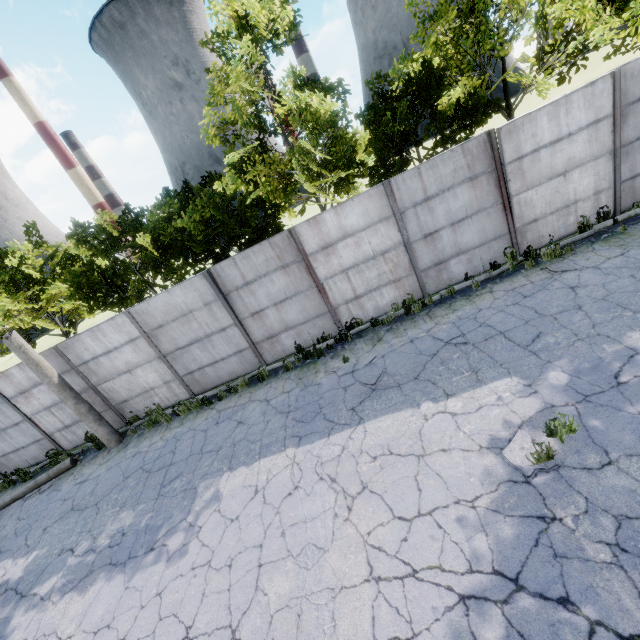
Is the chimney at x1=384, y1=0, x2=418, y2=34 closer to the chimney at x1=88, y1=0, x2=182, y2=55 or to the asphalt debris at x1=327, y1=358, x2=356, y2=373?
the chimney at x1=88, y1=0, x2=182, y2=55

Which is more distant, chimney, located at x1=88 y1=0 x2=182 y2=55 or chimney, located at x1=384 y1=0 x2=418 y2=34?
chimney, located at x1=384 y1=0 x2=418 y2=34

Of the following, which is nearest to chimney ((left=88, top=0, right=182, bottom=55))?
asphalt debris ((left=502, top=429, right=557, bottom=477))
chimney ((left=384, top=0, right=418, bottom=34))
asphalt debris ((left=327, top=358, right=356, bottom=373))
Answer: chimney ((left=384, top=0, right=418, bottom=34))

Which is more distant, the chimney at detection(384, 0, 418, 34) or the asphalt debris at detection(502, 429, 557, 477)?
the chimney at detection(384, 0, 418, 34)

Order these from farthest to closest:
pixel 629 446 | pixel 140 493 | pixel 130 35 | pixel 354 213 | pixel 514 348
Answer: pixel 130 35 < pixel 354 213 < pixel 140 493 < pixel 514 348 < pixel 629 446

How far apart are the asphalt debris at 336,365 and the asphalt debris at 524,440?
3.9m

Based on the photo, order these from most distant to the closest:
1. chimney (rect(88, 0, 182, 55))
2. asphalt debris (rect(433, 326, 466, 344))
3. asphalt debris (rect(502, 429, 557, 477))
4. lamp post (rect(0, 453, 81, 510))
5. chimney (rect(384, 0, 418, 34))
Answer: chimney (rect(384, 0, 418, 34)) < chimney (rect(88, 0, 182, 55)) < lamp post (rect(0, 453, 81, 510)) < asphalt debris (rect(433, 326, 466, 344)) < asphalt debris (rect(502, 429, 557, 477))

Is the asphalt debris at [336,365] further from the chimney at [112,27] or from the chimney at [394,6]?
the chimney at [394,6]
